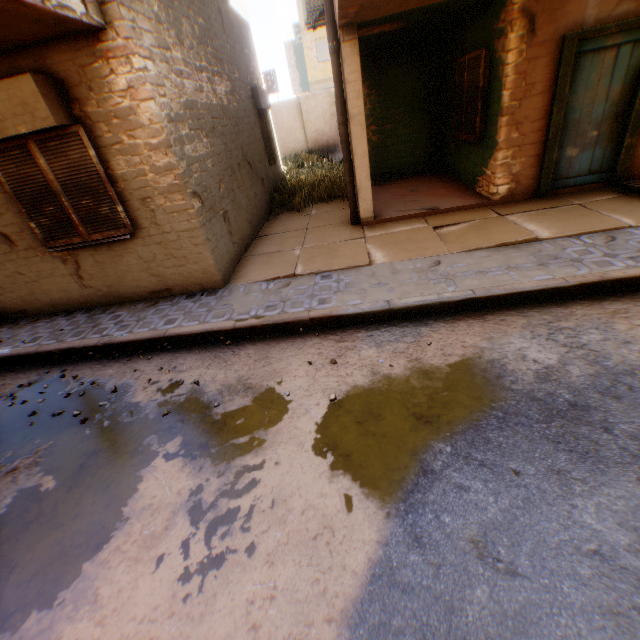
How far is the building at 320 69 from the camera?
23.8 meters

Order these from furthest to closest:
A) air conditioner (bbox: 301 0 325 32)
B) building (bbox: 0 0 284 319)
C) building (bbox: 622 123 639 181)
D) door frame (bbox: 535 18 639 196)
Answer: air conditioner (bbox: 301 0 325 32) < building (bbox: 622 123 639 181) < door frame (bbox: 535 18 639 196) < building (bbox: 0 0 284 319)

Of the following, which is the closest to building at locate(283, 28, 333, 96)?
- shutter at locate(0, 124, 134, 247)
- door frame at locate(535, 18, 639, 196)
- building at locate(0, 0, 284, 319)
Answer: building at locate(0, 0, 284, 319)

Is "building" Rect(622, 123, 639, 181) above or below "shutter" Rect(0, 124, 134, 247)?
below

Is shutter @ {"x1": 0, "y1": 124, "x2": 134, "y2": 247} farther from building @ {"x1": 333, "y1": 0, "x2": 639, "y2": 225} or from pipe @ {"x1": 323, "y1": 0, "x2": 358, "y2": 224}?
pipe @ {"x1": 323, "y1": 0, "x2": 358, "y2": 224}

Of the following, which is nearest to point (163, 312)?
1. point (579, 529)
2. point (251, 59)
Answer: point (579, 529)

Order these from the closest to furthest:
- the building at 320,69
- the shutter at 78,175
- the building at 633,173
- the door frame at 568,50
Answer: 1. the shutter at 78,175
2. the door frame at 568,50
3. the building at 633,173
4. the building at 320,69
